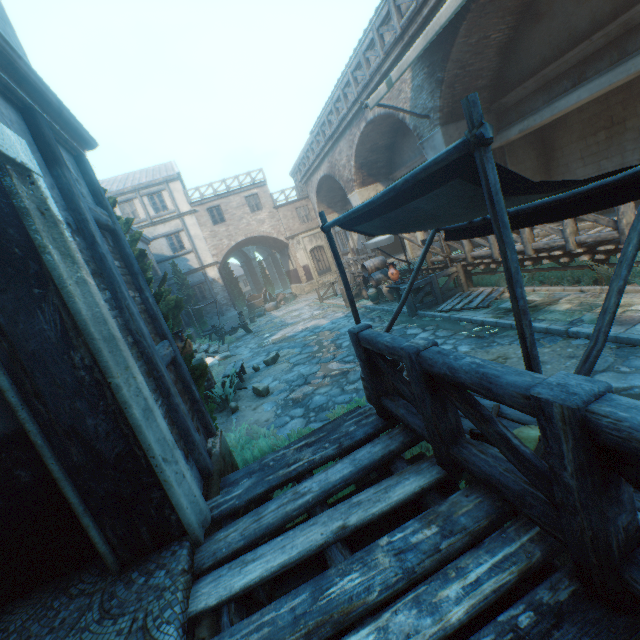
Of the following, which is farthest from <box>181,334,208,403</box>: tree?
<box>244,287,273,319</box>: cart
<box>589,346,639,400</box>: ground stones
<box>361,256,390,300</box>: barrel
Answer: <box>361,256,390,300</box>: barrel

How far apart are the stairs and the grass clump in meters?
3.0

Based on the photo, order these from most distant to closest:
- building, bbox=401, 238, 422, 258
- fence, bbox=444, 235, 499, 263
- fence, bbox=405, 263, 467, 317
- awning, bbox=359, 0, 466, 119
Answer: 1. building, bbox=401, 238, 422, 258
2. fence, bbox=405, 263, 467, 317
3. fence, bbox=444, 235, 499, 263
4. awning, bbox=359, 0, 466, 119

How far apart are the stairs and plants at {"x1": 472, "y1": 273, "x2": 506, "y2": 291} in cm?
630

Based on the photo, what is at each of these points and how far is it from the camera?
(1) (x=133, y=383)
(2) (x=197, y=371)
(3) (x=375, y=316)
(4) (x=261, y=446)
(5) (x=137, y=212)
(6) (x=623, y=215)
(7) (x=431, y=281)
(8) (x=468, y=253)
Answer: (1) building, 2.4 meters
(2) tree, 4.9 meters
(3) ground stones, 11.5 meters
(4) plants, 5.1 meters
(5) building, 22.8 meters
(6) fence, 5.8 meters
(7) fence, 9.9 meters
(8) fence, 9.6 meters

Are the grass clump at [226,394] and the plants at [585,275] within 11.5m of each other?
yes

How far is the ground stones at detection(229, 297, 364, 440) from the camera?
6.27m

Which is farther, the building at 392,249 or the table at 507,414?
the building at 392,249
